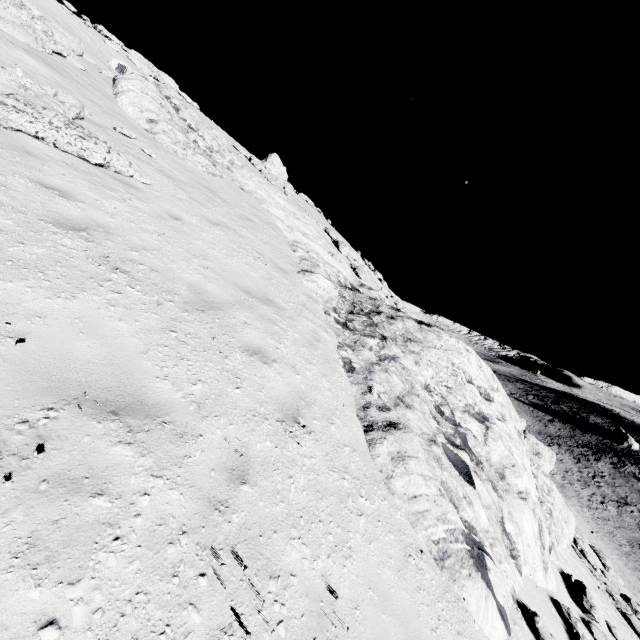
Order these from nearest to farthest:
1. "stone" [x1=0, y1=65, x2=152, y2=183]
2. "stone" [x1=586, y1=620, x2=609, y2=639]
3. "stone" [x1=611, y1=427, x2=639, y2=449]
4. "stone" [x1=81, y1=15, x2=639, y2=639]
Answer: "stone" [x1=81, y1=15, x2=639, y2=639], "stone" [x1=0, y1=65, x2=152, y2=183], "stone" [x1=586, y1=620, x2=609, y2=639], "stone" [x1=611, y1=427, x2=639, y2=449]

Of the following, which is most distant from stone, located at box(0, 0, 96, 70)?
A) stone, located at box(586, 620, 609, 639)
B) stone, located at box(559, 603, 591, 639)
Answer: stone, located at box(586, 620, 609, 639)

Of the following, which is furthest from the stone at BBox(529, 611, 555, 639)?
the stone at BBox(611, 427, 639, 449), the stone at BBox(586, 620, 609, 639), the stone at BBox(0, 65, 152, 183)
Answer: the stone at BBox(611, 427, 639, 449)

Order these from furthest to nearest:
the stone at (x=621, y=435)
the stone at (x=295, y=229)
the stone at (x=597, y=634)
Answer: the stone at (x=621, y=435) → the stone at (x=597, y=634) → the stone at (x=295, y=229)

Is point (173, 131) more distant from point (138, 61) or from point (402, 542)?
Answer: point (402, 542)

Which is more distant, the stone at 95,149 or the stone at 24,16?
the stone at 24,16

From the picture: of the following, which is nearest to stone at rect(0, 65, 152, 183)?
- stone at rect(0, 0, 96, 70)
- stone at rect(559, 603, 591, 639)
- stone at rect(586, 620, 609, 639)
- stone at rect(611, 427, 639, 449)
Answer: stone at rect(0, 0, 96, 70)
